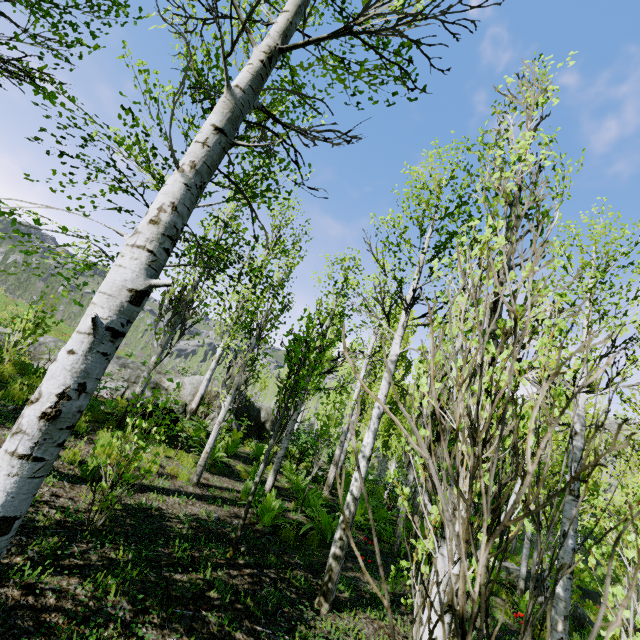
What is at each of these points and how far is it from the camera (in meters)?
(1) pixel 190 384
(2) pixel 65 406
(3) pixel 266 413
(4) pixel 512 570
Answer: (1) rock, 14.23
(2) instancedfoliageactor, 1.58
(3) rock, 18.02
(4) rock, 11.55

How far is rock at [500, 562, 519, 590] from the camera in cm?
1117

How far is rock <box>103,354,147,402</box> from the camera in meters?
11.7 m

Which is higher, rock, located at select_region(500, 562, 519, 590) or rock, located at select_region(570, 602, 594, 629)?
rock, located at select_region(500, 562, 519, 590)

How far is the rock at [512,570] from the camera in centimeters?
1117cm

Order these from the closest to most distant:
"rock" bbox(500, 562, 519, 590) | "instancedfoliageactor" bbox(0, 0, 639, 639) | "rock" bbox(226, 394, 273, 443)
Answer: "instancedfoliageactor" bbox(0, 0, 639, 639)
"rock" bbox(500, 562, 519, 590)
"rock" bbox(226, 394, 273, 443)

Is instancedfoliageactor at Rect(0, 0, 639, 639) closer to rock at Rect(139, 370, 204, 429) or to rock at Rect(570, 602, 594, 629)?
rock at Rect(139, 370, 204, 429)

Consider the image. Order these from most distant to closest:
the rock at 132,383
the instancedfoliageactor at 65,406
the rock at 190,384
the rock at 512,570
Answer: the rock at 132,383 < the rock at 512,570 < the rock at 190,384 < the instancedfoliageactor at 65,406
